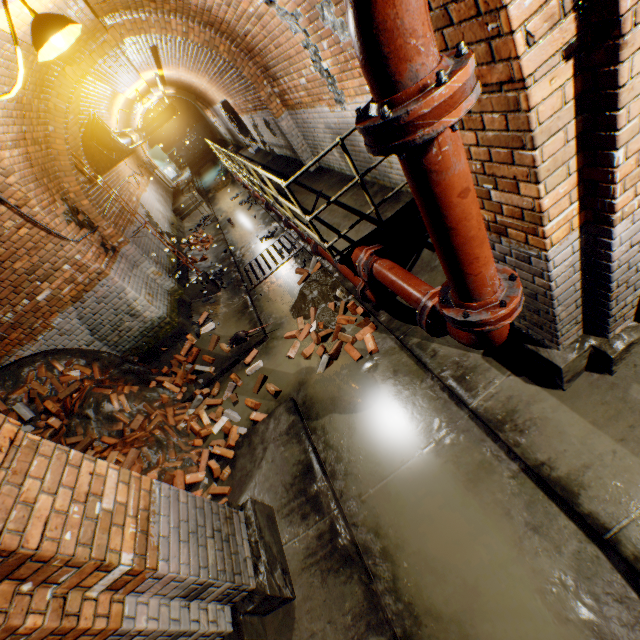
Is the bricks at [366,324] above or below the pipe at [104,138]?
below

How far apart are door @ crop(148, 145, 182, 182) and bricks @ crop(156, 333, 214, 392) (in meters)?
18.24

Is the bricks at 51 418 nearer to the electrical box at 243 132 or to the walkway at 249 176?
the walkway at 249 176

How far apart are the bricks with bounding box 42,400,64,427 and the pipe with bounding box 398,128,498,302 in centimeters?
649cm

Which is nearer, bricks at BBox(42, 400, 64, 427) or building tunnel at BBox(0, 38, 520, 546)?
building tunnel at BBox(0, 38, 520, 546)

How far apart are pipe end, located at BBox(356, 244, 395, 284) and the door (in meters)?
21.80

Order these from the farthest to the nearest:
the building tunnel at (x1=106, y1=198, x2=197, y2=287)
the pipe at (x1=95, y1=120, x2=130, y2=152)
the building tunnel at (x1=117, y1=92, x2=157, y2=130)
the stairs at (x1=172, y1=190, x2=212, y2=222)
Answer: the stairs at (x1=172, y1=190, x2=212, y2=222) → the building tunnel at (x1=117, y1=92, x2=157, y2=130) → the pipe at (x1=95, y1=120, x2=130, y2=152) → the building tunnel at (x1=106, y1=198, x2=197, y2=287)

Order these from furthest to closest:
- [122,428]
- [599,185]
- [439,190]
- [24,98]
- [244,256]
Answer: [244,256], [122,428], [24,98], [599,185], [439,190]
